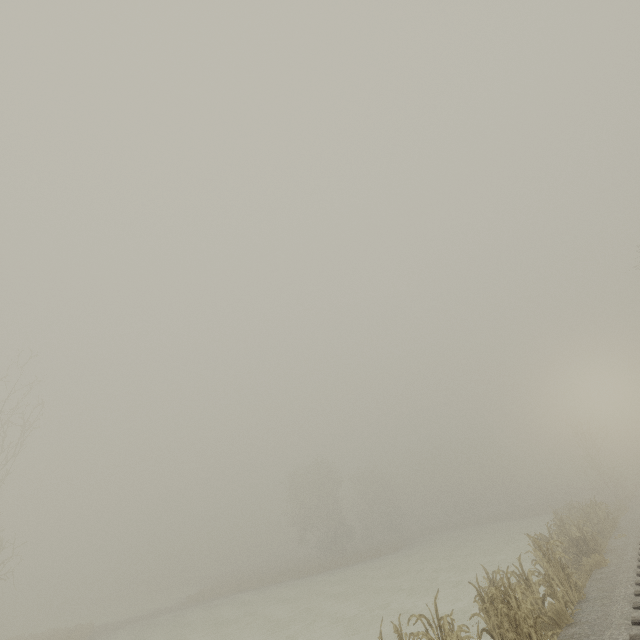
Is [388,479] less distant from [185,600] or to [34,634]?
[185,600]
